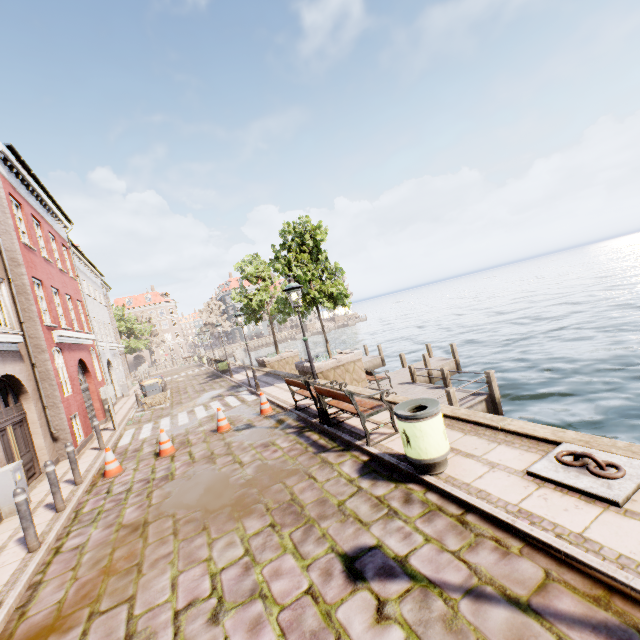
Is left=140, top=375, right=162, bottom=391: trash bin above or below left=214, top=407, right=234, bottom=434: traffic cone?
above

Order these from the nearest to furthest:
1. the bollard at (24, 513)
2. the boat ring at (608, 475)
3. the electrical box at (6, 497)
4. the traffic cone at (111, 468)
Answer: the boat ring at (608, 475) < the bollard at (24, 513) < the electrical box at (6, 497) < the traffic cone at (111, 468)

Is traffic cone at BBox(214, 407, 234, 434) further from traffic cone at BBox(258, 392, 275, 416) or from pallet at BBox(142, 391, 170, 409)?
pallet at BBox(142, 391, 170, 409)

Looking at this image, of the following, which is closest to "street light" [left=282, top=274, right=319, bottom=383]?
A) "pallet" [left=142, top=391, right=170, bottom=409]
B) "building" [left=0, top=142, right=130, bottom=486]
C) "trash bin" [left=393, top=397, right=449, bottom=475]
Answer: "trash bin" [left=393, top=397, right=449, bottom=475]

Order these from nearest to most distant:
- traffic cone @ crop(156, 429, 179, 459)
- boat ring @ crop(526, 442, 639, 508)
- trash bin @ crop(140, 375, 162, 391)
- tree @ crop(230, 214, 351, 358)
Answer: boat ring @ crop(526, 442, 639, 508) < traffic cone @ crop(156, 429, 179, 459) < tree @ crop(230, 214, 351, 358) < trash bin @ crop(140, 375, 162, 391)

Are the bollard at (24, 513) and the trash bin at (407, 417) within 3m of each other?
no

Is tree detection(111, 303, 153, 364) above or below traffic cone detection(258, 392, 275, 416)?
above

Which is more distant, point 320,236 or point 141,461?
point 320,236
